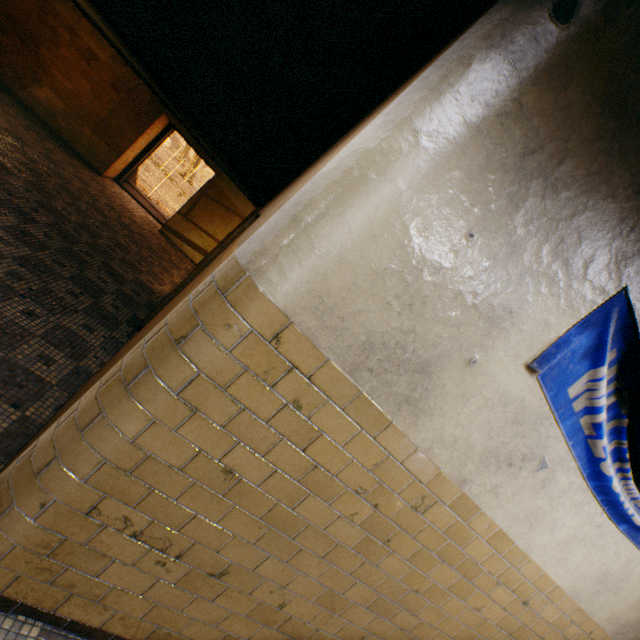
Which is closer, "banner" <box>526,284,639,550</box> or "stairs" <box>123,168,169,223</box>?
"banner" <box>526,284,639,550</box>

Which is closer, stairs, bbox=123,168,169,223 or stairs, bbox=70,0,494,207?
stairs, bbox=70,0,494,207

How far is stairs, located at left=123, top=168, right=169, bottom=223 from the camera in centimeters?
964cm

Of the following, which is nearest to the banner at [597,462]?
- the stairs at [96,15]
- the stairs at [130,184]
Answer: the stairs at [96,15]

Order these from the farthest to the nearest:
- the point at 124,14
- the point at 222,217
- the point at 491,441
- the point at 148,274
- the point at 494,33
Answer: the point at 222,217 < the point at 148,274 < the point at 124,14 < the point at 491,441 < the point at 494,33

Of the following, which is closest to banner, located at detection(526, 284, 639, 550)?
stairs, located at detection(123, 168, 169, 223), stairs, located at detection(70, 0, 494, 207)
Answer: → stairs, located at detection(70, 0, 494, 207)

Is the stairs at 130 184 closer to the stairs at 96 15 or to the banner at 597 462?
the stairs at 96 15
